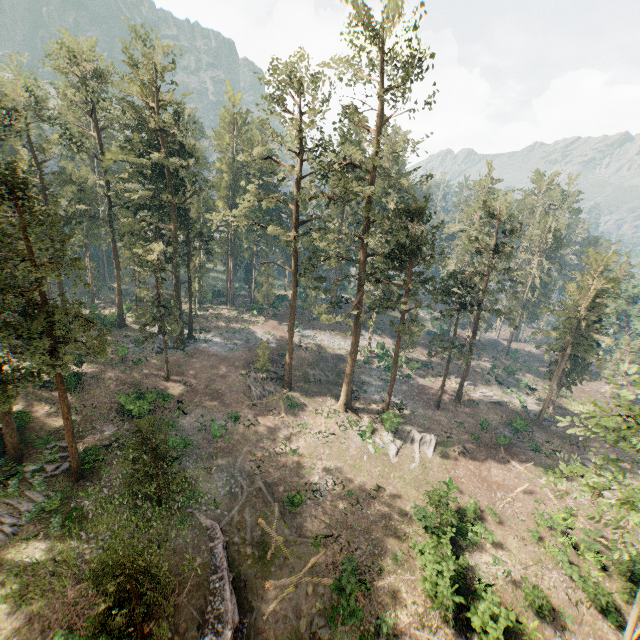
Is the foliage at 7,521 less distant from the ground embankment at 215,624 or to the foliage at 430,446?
the foliage at 430,446

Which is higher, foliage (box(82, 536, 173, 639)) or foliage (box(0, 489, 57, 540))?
foliage (box(82, 536, 173, 639))

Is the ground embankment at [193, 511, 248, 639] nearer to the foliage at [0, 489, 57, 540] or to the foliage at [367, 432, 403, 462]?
the foliage at [0, 489, 57, 540]

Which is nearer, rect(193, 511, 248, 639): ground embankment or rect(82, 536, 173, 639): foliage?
rect(82, 536, 173, 639): foliage

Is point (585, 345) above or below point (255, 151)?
below

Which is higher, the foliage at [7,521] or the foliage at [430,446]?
the foliage at [7,521]

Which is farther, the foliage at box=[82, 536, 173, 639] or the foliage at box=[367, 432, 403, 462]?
the foliage at box=[367, 432, 403, 462]
